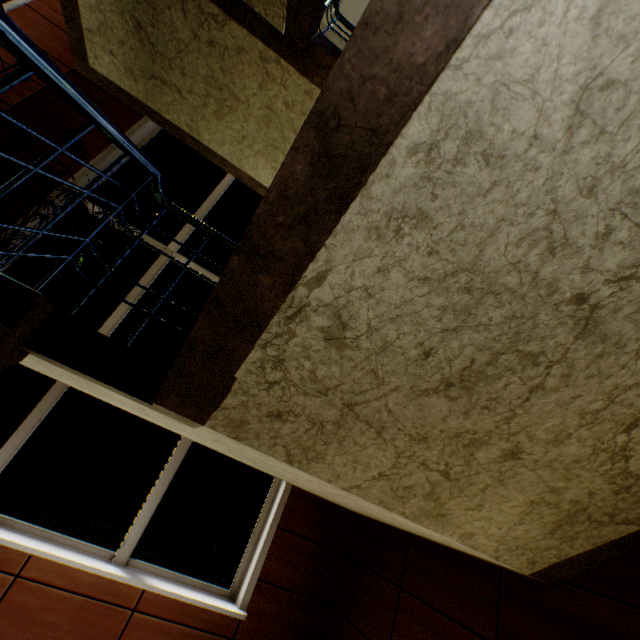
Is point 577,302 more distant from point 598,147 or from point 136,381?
point 136,381
